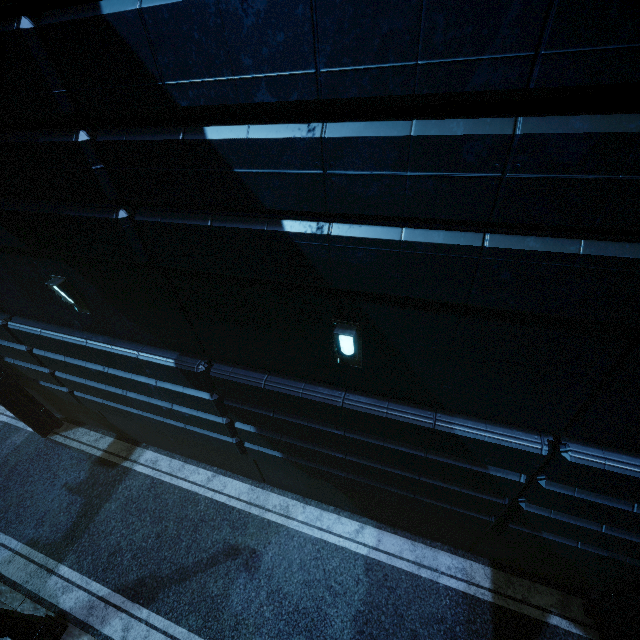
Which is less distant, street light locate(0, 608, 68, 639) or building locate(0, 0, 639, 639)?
building locate(0, 0, 639, 639)

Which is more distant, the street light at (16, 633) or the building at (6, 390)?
the street light at (16, 633)

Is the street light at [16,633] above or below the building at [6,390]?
below

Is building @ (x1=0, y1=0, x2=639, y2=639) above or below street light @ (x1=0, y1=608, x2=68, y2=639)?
above

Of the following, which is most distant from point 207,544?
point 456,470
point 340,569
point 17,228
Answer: point 17,228
